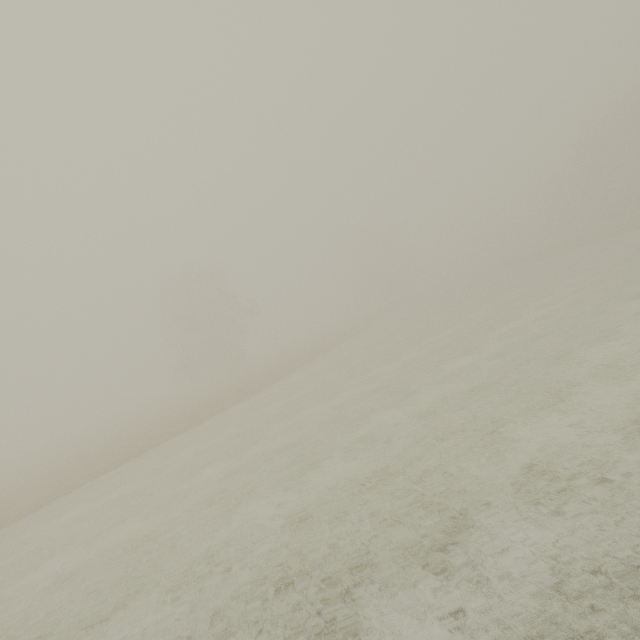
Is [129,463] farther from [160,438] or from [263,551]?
[263,551]
